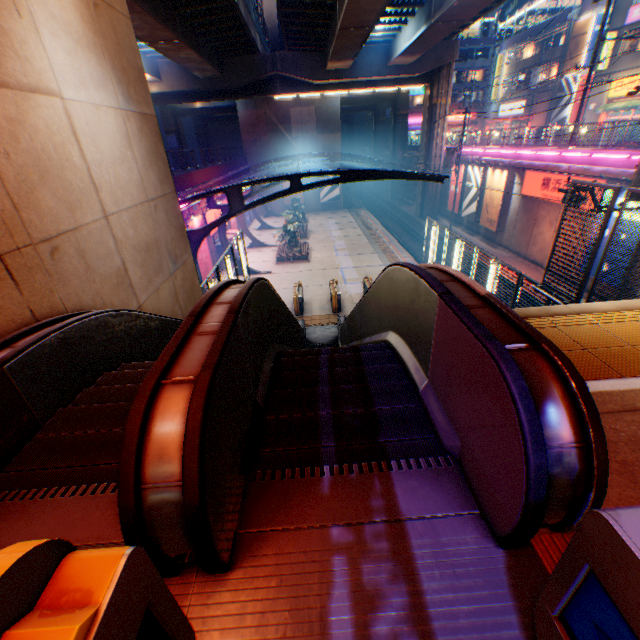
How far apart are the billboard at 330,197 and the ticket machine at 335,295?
27.12m

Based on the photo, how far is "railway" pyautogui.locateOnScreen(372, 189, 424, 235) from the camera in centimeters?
3560cm

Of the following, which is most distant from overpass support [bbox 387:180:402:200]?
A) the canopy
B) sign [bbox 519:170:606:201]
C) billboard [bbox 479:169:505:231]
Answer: sign [bbox 519:170:606:201]

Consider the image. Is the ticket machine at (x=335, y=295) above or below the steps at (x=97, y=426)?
below

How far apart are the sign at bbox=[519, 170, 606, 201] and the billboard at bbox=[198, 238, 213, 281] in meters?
21.9

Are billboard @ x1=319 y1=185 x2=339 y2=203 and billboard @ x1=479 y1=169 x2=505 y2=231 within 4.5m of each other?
no

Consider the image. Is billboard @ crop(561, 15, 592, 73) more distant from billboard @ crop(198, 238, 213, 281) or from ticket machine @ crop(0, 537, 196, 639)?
ticket machine @ crop(0, 537, 196, 639)

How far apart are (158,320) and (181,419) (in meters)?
3.99
